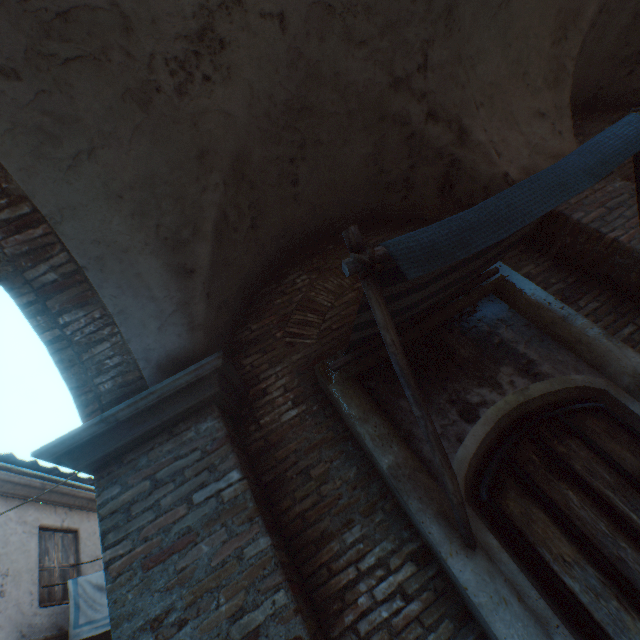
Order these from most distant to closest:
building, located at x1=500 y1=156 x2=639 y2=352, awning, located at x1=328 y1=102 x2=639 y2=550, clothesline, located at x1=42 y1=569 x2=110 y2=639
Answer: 1. clothesline, located at x1=42 y1=569 x2=110 y2=639
2. building, located at x1=500 y1=156 x2=639 y2=352
3. awning, located at x1=328 y1=102 x2=639 y2=550

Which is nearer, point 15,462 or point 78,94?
point 78,94

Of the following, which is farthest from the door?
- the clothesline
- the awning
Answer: the clothesline

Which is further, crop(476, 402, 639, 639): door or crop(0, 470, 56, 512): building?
crop(0, 470, 56, 512): building

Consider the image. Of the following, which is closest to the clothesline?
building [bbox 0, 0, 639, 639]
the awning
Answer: building [bbox 0, 0, 639, 639]

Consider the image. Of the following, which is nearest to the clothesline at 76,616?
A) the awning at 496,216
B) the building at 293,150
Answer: the building at 293,150

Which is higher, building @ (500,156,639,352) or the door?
building @ (500,156,639,352)

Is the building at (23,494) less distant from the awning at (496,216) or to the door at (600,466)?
the awning at (496,216)
